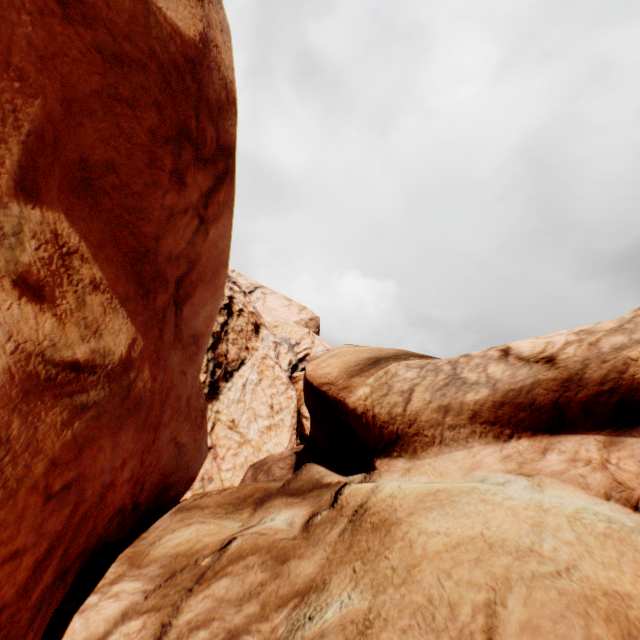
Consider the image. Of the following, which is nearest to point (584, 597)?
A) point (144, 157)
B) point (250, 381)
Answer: point (144, 157)
